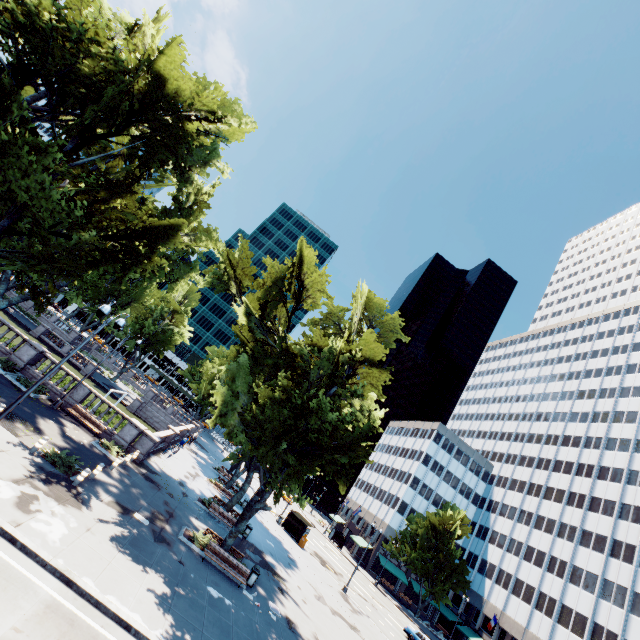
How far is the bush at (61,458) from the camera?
15.9m

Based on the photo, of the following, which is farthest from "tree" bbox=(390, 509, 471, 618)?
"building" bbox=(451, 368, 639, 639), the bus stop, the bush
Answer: the bush

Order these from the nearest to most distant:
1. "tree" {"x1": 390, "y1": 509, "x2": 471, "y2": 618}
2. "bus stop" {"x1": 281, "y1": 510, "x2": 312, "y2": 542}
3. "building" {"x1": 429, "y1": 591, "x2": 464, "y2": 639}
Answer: "bus stop" {"x1": 281, "y1": 510, "x2": 312, "y2": 542} < "tree" {"x1": 390, "y1": 509, "x2": 471, "y2": 618} < "building" {"x1": 429, "y1": 591, "x2": 464, "y2": 639}

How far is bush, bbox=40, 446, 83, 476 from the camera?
15.9m

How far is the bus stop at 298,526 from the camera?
40.1m

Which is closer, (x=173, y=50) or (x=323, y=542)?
(x=173, y=50)

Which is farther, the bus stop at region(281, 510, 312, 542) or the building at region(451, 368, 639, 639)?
the building at region(451, 368, 639, 639)
